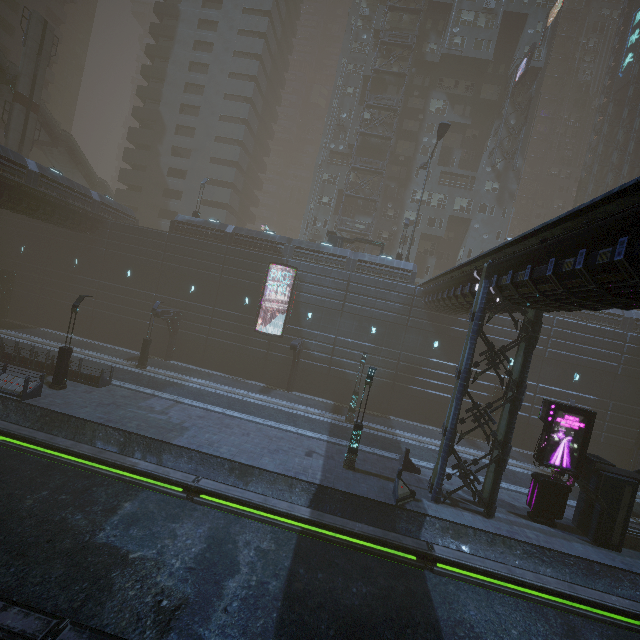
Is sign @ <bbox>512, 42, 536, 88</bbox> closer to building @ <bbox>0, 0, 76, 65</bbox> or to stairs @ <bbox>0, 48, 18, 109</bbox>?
stairs @ <bbox>0, 48, 18, 109</bbox>

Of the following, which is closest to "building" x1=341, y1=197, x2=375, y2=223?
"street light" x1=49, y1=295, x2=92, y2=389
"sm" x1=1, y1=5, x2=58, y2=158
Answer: "street light" x1=49, y1=295, x2=92, y2=389

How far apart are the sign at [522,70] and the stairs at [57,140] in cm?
5355

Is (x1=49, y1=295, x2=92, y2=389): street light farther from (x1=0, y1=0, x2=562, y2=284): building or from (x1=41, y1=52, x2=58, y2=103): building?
(x1=41, y1=52, x2=58, y2=103): building

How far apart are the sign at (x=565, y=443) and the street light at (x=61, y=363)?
25.97m

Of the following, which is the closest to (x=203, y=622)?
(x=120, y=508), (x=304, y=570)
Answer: (x=304, y=570)

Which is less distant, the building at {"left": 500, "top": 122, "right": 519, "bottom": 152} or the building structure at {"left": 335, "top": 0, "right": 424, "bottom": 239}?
the building structure at {"left": 335, "top": 0, "right": 424, "bottom": 239}

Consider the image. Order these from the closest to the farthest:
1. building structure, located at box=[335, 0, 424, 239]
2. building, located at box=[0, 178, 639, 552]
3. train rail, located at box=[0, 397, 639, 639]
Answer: train rail, located at box=[0, 397, 639, 639] < building, located at box=[0, 178, 639, 552] < building structure, located at box=[335, 0, 424, 239]
